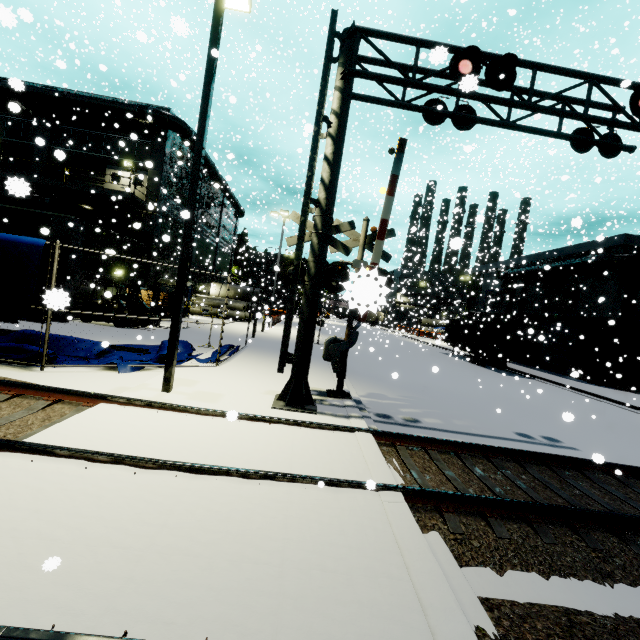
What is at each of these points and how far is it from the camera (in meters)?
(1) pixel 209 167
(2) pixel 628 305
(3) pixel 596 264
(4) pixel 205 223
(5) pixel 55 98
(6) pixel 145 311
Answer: (1) pipe, 28.78
(2) tree, 22.45
(3) pipe, 23.08
(4) building, 34.41
(5) pipe, 21.34
(6) forklift, 18.23

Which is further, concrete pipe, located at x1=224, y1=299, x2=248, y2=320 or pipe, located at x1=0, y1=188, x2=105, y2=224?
concrete pipe, located at x1=224, y1=299, x2=248, y2=320

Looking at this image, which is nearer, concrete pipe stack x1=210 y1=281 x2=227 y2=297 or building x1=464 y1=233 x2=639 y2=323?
building x1=464 y1=233 x2=639 y2=323

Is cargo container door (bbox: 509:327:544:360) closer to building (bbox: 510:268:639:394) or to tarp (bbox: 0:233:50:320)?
building (bbox: 510:268:639:394)

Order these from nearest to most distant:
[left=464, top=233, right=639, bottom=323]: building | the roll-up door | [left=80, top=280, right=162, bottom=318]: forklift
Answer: [left=80, top=280, right=162, bottom=318]: forklift → [left=464, top=233, right=639, bottom=323]: building → the roll-up door

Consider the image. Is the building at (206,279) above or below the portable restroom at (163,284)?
above

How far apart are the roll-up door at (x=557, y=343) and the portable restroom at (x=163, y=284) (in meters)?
26.74

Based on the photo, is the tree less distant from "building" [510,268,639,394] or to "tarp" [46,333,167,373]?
"building" [510,268,639,394]
